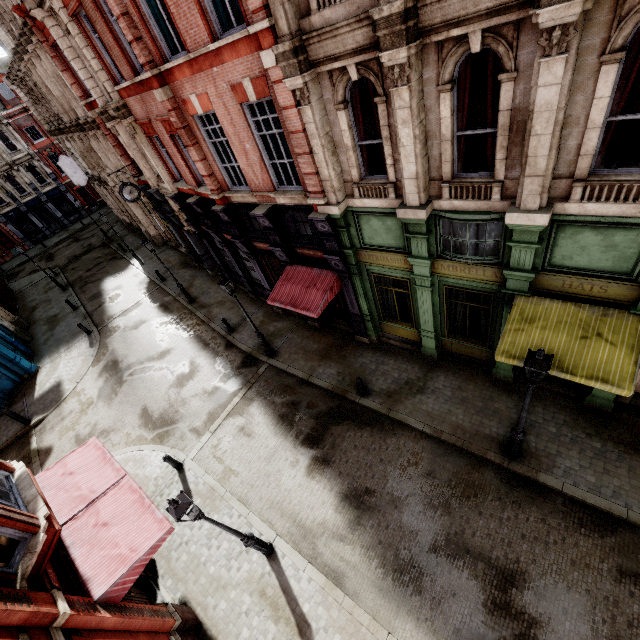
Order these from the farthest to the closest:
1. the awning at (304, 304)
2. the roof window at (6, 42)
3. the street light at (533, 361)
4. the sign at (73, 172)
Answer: the sign at (73, 172), the roof window at (6, 42), the awning at (304, 304), the street light at (533, 361)

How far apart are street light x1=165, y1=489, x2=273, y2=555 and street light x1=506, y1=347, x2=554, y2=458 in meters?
7.1

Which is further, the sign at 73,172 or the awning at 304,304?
the sign at 73,172

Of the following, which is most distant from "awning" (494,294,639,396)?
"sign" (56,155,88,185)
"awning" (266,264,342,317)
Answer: "sign" (56,155,88,185)

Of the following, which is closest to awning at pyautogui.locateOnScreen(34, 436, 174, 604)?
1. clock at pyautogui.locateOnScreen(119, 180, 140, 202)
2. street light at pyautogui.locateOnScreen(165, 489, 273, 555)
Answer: street light at pyautogui.locateOnScreen(165, 489, 273, 555)

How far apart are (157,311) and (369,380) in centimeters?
1559cm

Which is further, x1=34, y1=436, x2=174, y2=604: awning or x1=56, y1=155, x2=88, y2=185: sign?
x1=56, y1=155, x2=88, y2=185: sign

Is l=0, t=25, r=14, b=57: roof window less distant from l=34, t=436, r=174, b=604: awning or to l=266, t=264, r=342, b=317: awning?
l=266, t=264, r=342, b=317: awning
